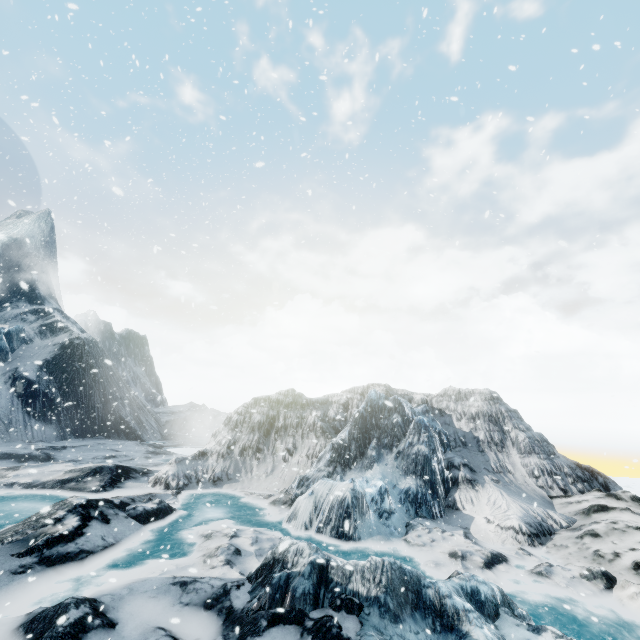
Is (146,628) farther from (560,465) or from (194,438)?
(194,438)
